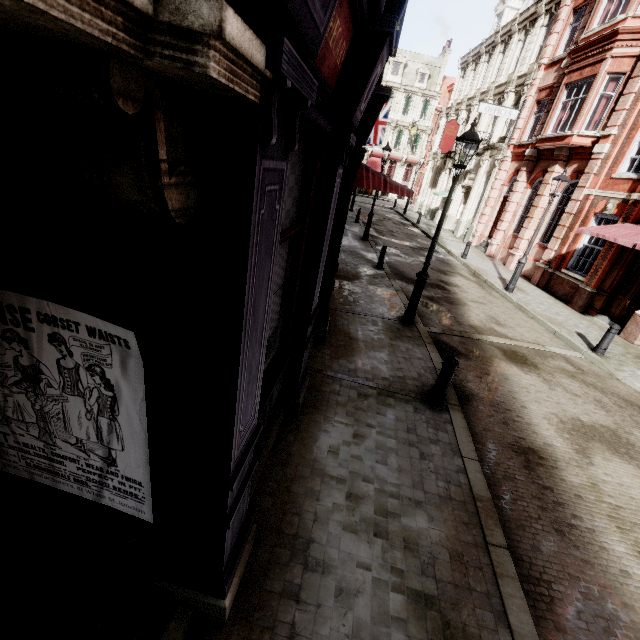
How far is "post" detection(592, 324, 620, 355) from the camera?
9.0m

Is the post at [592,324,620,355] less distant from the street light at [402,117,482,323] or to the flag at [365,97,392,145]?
the street light at [402,117,482,323]

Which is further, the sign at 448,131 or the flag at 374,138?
the sign at 448,131

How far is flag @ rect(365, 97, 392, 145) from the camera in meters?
24.7

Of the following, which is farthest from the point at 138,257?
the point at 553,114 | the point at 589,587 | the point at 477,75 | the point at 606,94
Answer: the point at 477,75

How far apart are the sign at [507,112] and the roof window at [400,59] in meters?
30.4

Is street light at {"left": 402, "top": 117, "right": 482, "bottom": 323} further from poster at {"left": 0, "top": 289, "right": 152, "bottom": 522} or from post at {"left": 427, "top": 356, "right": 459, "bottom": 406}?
poster at {"left": 0, "top": 289, "right": 152, "bottom": 522}

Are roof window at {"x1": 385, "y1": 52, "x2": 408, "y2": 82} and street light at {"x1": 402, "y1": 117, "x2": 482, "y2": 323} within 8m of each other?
no
